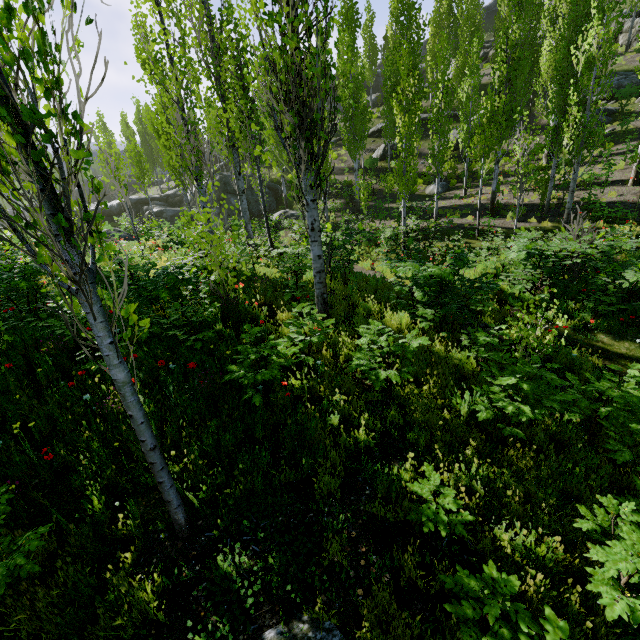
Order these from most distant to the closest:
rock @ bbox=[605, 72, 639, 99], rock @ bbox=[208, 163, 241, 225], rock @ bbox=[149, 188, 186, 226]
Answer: rock @ bbox=[149, 188, 186, 226]
rock @ bbox=[208, 163, 241, 225]
rock @ bbox=[605, 72, 639, 99]

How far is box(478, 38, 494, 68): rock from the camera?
35.9 meters

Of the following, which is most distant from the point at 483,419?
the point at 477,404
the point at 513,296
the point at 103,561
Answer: the point at 513,296

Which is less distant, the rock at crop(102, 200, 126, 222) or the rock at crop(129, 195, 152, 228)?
the rock at crop(129, 195, 152, 228)

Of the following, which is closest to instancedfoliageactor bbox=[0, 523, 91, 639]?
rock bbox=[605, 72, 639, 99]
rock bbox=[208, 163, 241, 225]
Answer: rock bbox=[605, 72, 639, 99]

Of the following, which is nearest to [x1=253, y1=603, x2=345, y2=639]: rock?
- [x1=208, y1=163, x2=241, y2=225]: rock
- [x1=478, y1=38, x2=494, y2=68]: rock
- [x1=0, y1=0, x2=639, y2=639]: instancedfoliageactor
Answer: [x1=0, y1=0, x2=639, y2=639]: instancedfoliageactor

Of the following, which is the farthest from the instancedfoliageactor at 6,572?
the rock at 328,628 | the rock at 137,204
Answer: the rock at 137,204

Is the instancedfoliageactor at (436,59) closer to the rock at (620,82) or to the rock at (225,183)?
the rock at (620,82)
